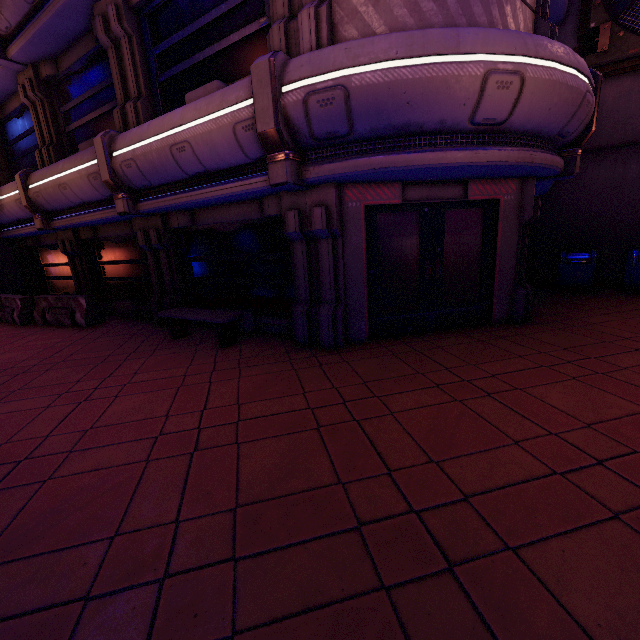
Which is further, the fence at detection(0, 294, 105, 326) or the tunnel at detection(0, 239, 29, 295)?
the tunnel at detection(0, 239, 29, 295)

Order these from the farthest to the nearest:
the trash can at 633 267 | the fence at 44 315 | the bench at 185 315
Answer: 1. the fence at 44 315
2. the trash can at 633 267
3. the bench at 185 315

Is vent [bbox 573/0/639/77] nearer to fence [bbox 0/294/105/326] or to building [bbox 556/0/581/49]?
building [bbox 556/0/581/49]

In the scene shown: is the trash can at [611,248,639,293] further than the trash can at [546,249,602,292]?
No

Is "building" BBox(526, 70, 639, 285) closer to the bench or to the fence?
the bench

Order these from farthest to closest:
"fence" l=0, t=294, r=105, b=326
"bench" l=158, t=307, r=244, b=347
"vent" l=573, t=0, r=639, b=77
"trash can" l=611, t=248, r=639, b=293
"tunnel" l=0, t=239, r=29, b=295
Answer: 1. "tunnel" l=0, t=239, r=29, b=295
2. "fence" l=0, t=294, r=105, b=326
3. "trash can" l=611, t=248, r=639, b=293
4. "vent" l=573, t=0, r=639, b=77
5. "bench" l=158, t=307, r=244, b=347

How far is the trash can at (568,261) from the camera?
9.44m

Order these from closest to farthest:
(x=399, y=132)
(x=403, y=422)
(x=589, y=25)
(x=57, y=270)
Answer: (x=403, y=422)
(x=399, y=132)
(x=589, y=25)
(x=57, y=270)
